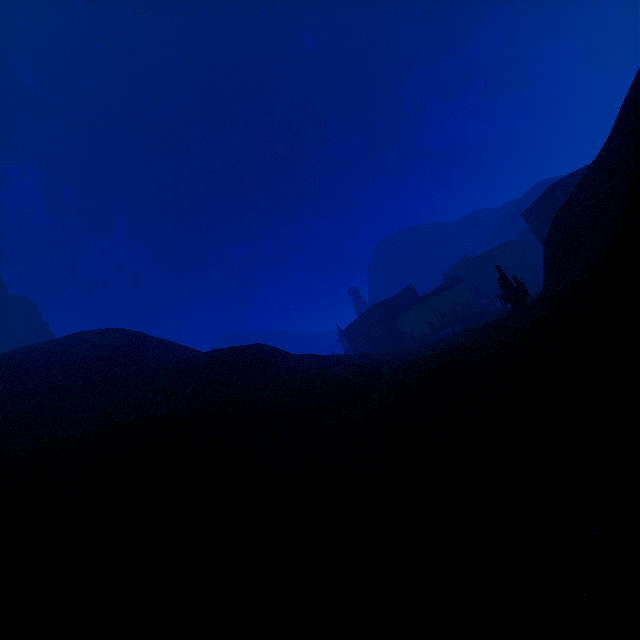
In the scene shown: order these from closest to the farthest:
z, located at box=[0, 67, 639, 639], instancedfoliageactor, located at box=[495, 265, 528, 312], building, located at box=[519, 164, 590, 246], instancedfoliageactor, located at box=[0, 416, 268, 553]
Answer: z, located at box=[0, 67, 639, 639] → instancedfoliageactor, located at box=[0, 416, 268, 553] → instancedfoliageactor, located at box=[495, 265, 528, 312] → building, located at box=[519, 164, 590, 246]

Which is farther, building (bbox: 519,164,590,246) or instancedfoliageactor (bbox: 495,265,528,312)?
building (bbox: 519,164,590,246)

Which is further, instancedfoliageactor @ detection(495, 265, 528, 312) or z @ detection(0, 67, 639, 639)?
instancedfoliageactor @ detection(495, 265, 528, 312)

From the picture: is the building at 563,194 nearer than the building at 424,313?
Yes

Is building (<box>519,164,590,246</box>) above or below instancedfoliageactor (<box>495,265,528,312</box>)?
above

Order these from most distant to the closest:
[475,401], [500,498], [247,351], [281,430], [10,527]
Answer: [247,351], [281,430], [475,401], [10,527], [500,498]

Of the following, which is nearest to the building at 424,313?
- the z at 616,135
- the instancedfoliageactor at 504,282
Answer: the z at 616,135

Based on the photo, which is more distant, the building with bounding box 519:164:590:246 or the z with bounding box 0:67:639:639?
the building with bounding box 519:164:590:246
